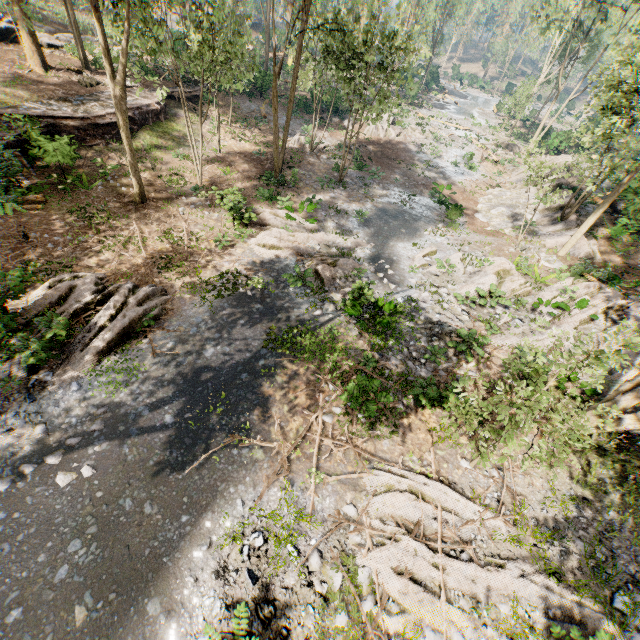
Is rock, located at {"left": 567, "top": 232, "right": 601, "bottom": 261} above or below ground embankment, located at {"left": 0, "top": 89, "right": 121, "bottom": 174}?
above

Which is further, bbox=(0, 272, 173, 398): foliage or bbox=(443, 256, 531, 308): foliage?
bbox=(443, 256, 531, 308): foliage

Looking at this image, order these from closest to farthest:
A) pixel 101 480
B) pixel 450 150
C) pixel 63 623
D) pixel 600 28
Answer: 1. pixel 63 623
2. pixel 101 480
3. pixel 450 150
4. pixel 600 28

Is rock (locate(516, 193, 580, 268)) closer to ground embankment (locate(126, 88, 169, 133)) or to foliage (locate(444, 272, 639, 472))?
foliage (locate(444, 272, 639, 472))

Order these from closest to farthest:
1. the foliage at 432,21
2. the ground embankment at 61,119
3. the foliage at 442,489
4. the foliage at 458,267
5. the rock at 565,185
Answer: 1. the foliage at 442,489
2. the foliage at 432,21
3. the ground embankment at 61,119
4. the foliage at 458,267
5. the rock at 565,185

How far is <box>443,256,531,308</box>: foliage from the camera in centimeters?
1477cm

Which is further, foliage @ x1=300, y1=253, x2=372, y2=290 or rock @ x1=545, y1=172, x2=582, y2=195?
rock @ x1=545, y1=172, x2=582, y2=195

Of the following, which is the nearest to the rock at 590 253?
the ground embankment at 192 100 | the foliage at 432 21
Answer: the foliage at 432 21
